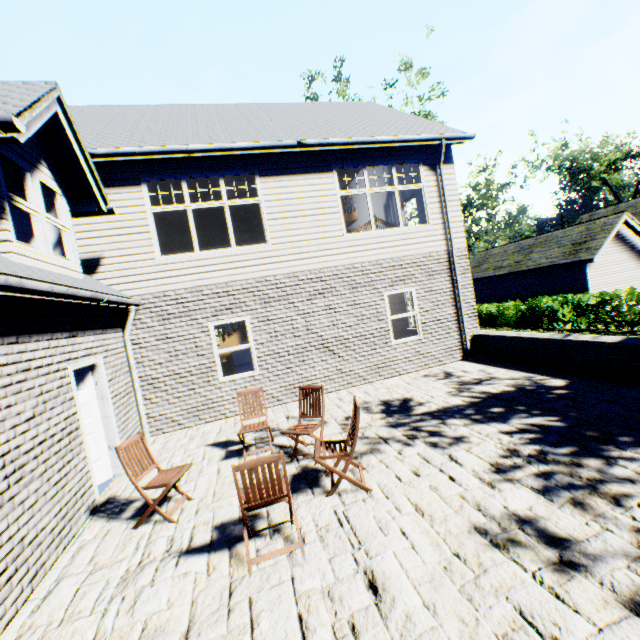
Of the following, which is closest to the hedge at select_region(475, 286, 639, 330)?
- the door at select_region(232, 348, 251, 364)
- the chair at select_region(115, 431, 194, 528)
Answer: the door at select_region(232, 348, 251, 364)

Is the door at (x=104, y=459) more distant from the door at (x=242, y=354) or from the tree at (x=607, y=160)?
the tree at (x=607, y=160)

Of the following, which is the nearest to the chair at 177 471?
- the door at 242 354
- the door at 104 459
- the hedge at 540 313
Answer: the door at 104 459

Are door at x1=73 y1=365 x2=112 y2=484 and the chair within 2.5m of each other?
yes

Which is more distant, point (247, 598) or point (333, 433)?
point (333, 433)

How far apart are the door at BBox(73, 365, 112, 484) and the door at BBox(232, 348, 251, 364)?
12.2 meters

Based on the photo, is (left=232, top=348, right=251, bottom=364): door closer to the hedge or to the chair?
the chair
